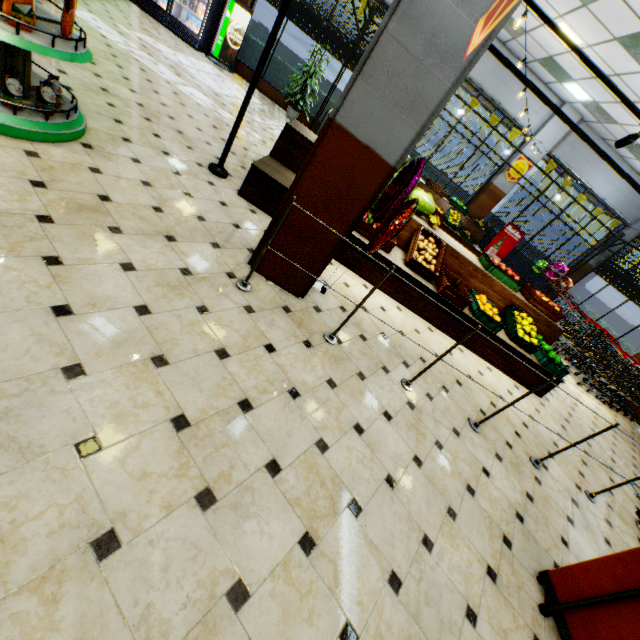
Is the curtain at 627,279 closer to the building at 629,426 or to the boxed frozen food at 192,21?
the building at 629,426

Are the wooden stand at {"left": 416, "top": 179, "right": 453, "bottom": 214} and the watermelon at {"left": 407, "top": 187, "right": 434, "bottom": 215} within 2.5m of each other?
no

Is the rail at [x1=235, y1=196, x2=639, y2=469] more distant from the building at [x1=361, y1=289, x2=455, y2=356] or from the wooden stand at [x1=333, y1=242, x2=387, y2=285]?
the wooden stand at [x1=333, y1=242, x2=387, y2=285]

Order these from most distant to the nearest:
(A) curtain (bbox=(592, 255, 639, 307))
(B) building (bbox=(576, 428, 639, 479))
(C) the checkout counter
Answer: (A) curtain (bbox=(592, 255, 639, 307)) < (B) building (bbox=(576, 428, 639, 479)) < (C) the checkout counter

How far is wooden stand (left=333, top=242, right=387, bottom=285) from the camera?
4.6m

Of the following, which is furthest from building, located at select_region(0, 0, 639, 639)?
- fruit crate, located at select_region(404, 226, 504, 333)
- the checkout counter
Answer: fruit crate, located at select_region(404, 226, 504, 333)

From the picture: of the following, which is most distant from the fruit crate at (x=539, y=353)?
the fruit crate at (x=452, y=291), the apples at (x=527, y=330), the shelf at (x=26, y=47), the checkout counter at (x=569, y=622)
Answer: the shelf at (x=26, y=47)

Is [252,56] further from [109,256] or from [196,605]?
[196,605]
